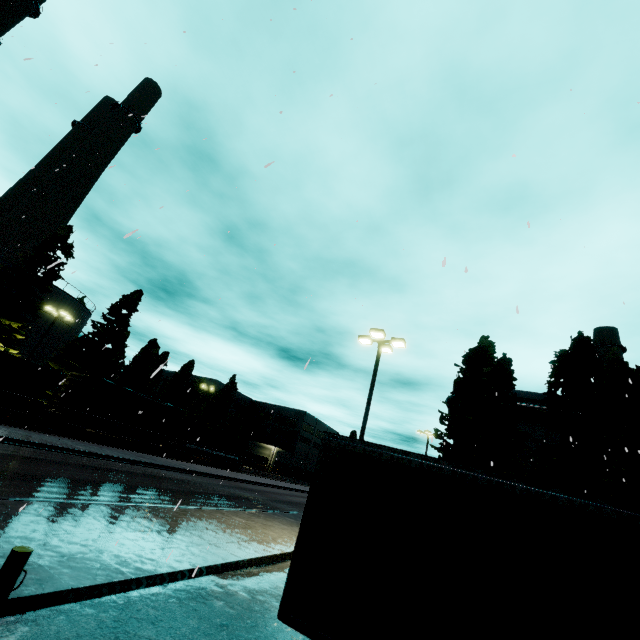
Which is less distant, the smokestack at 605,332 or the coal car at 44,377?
the coal car at 44,377

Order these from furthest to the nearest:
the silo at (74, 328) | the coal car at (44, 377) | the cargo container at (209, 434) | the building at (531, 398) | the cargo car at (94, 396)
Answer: the cargo container at (209, 434)
the silo at (74, 328)
the building at (531, 398)
the cargo car at (94, 396)
the coal car at (44, 377)

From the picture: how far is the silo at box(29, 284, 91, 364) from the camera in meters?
36.7

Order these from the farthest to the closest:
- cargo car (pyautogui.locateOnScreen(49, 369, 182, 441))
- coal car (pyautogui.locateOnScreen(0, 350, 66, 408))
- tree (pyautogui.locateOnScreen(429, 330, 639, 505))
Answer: cargo car (pyautogui.locateOnScreen(49, 369, 182, 441)), coal car (pyautogui.locateOnScreen(0, 350, 66, 408)), tree (pyautogui.locateOnScreen(429, 330, 639, 505))

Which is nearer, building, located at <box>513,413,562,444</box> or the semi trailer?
the semi trailer

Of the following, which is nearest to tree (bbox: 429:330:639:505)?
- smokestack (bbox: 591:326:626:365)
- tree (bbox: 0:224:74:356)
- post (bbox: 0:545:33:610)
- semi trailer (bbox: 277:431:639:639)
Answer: semi trailer (bbox: 277:431:639:639)

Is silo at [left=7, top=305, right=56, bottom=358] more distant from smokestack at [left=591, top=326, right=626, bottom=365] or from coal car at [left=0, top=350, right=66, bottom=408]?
smokestack at [left=591, top=326, right=626, bottom=365]

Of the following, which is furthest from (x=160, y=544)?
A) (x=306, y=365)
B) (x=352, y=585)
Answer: (x=306, y=365)
